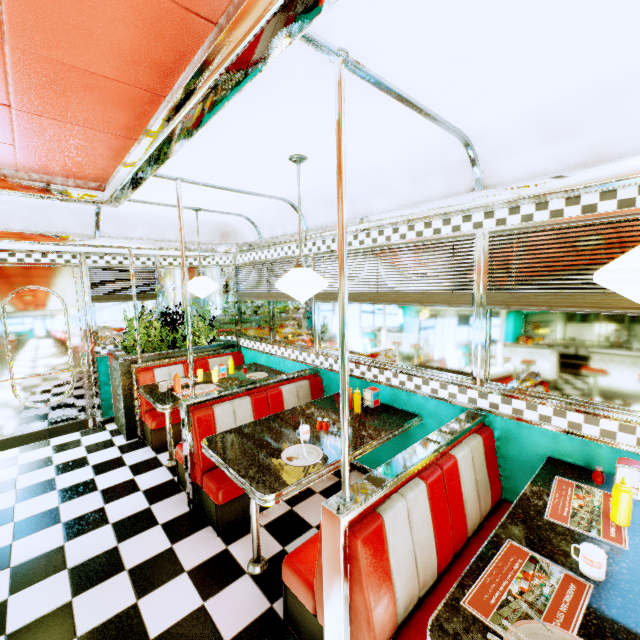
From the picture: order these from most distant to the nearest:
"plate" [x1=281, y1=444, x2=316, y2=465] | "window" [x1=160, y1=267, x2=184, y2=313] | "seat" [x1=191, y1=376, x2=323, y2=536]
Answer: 1. "window" [x1=160, y1=267, x2=184, y2=313]
2. "seat" [x1=191, y1=376, x2=323, y2=536]
3. "plate" [x1=281, y1=444, x2=316, y2=465]

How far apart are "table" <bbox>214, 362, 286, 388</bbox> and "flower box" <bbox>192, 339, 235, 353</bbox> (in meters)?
0.54

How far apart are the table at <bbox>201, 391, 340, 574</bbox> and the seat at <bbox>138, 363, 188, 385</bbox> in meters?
2.0

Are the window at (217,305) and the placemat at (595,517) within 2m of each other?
no

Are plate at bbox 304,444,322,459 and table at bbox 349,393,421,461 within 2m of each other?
yes

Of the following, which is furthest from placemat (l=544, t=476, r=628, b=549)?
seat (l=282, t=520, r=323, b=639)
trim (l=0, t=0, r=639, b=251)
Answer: trim (l=0, t=0, r=639, b=251)

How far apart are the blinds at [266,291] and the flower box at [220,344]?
0.8m

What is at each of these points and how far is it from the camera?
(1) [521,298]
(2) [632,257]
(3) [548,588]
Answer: (1) blinds, 2.3m
(2) hanging light, 1.1m
(3) placemat, 1.3m
